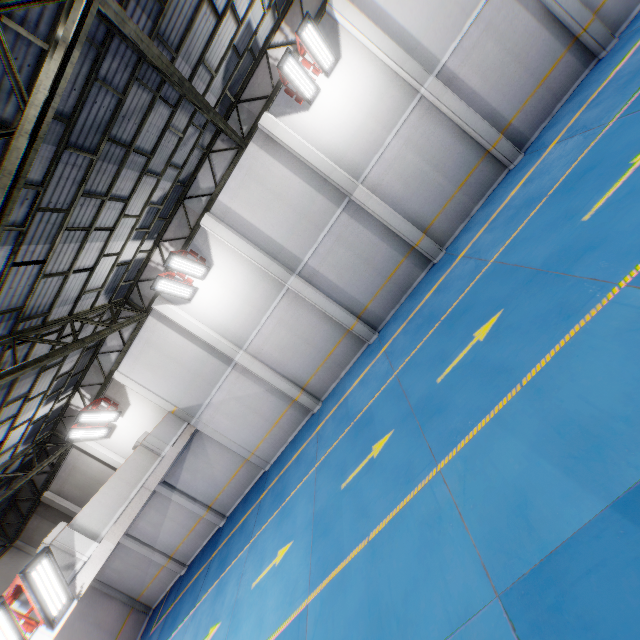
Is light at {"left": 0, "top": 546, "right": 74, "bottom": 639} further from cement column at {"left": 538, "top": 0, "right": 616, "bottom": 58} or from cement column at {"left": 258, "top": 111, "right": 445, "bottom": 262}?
cement column at {"left": 538, "top": 0, "right": 616, "bottom": 58}

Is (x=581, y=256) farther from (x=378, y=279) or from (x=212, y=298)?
(x=212, y=298)

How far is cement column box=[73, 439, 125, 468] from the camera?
14.8 meters

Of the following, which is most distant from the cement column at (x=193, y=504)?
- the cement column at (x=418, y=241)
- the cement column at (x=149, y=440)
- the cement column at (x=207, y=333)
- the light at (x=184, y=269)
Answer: the cement column at (x=418, y=241)

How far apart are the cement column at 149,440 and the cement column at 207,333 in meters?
4.0

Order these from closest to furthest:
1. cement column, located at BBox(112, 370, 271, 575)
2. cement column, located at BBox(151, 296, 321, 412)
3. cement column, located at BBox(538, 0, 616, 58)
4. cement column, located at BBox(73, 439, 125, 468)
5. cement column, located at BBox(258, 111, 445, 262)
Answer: cement column, located at BBox(538, 0, 616, 58)
cement column, located at BBox(258, 111, 445, 262)
cement column, located at BBox(151, 296, 321, 412)
cement column, located at BBox(112, 370, 271, 575)
cement column, located at BBox(73, 439, 125, 468)

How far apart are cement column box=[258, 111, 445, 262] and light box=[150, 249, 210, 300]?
4.9 meters

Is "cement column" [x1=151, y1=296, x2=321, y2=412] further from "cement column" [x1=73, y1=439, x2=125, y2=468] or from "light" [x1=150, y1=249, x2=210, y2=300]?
"cement column" [x1=73, y1=439, x2=125, y2=468]
